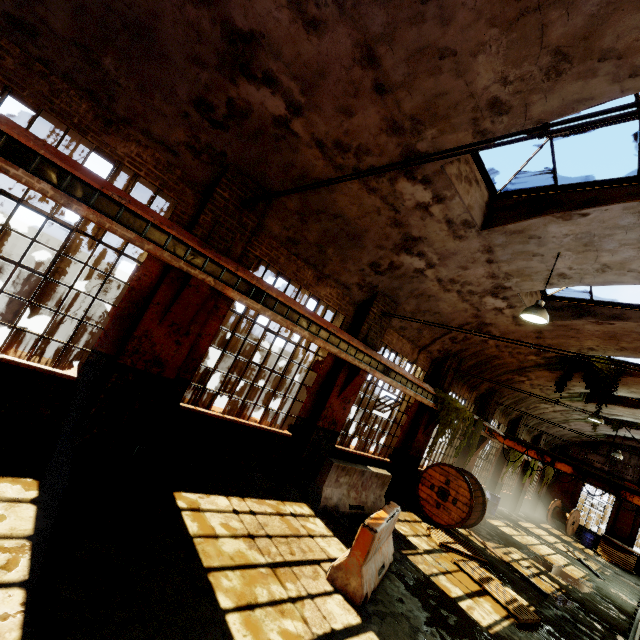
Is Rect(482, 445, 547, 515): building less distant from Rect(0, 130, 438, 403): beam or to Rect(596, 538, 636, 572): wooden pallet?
Rect(0, 130, 438, 403): beam

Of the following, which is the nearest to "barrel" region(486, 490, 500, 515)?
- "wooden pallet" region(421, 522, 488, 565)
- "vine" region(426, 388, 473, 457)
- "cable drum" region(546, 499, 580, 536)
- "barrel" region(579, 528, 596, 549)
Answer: "vine" region(426, 388, 473, 457)

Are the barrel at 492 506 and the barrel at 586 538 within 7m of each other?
no

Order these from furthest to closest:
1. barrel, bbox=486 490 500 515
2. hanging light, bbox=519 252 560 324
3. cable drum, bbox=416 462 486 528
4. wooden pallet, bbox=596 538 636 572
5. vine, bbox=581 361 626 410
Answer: wooden pallet, bbox=596 538 636 572 < barrel, bbox=486 490 500 515 < vine, bbox=581 361 626 410 < cable drum, bbox=416 462 486 528 < hanging light, bbox=519 252 560 324

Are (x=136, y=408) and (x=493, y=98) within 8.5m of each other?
yes

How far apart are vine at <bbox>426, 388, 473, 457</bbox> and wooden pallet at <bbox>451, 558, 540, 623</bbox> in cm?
242

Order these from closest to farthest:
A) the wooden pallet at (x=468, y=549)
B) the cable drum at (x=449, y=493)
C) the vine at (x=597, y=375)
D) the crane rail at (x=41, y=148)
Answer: the crane rail at (x=41, y=148) → the wooden pallet at (x=468, y=549) → the cable drum at (x=449, y=493) → the vine at (x=597, y=375)

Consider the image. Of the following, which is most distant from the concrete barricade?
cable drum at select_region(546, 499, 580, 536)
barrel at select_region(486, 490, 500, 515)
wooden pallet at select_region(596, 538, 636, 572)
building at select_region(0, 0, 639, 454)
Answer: cable drum at select_region(546, 499, 580, 536)
